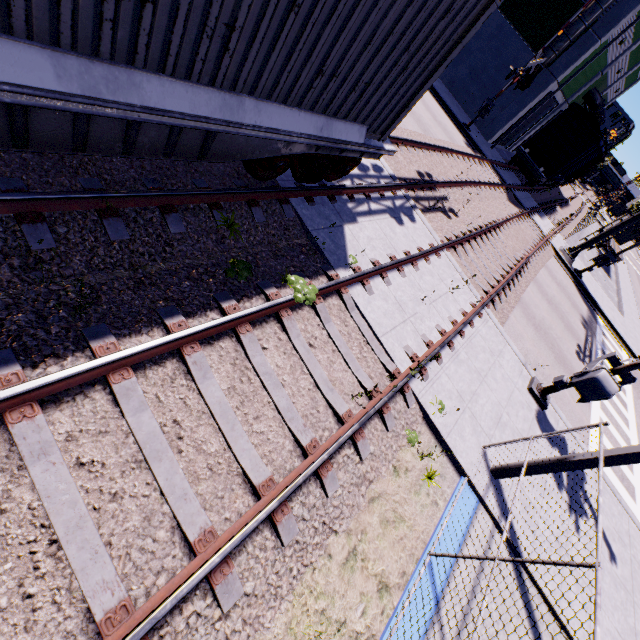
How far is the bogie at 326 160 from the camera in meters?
5.4 m

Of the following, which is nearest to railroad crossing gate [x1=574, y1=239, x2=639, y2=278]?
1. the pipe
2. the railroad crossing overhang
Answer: the railroad crossing overhang

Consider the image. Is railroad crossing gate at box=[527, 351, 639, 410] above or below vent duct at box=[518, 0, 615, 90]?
below

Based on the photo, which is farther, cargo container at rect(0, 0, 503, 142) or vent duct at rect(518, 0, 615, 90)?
vent duct at rect(518, 0, 615, 90)

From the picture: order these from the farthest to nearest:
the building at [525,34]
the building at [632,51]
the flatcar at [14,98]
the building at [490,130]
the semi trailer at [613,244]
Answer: the semi trailer at [613,244]
the building at [632,51]
the building at [525,34]
the building at [490,130]
the flatcar at [14,98]

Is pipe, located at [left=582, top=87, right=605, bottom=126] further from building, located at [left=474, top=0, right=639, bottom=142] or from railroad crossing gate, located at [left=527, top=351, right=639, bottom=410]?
railroad crossing gate, located at [left=527, top=351, right=639, bottom=410]

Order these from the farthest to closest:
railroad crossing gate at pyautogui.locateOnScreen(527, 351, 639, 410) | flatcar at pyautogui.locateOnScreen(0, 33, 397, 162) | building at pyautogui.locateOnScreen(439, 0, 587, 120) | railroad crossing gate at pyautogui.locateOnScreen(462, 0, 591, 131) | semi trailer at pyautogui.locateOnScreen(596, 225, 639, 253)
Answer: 1. semi trailer at pyautogui.locateOnScreen(596, 225, 639, 253)
2. building at pyautogui.locateOnScreen(439, 0, 587, 120)
3. railroad crossing gate at pyautogui.locateOnScreen(462, 0, 591, 131)
4. railroad crossing gate at pyautogui.locateOnScreen(527, 351, 639, 410)
5. flatcar at pyautogui.locateOnScreen(0, 33, 397, 162)

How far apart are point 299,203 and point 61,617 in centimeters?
635cm
